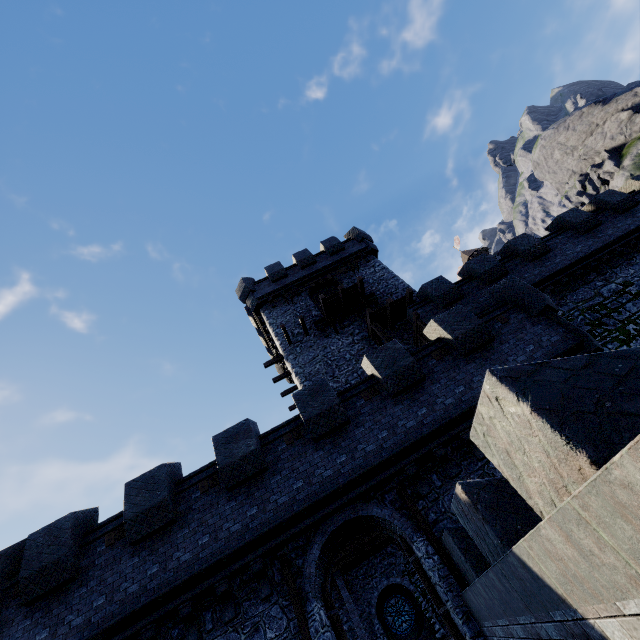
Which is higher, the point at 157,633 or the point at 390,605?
the point at 157,633

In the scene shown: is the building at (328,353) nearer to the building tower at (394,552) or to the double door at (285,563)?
the building tower at (394,552)

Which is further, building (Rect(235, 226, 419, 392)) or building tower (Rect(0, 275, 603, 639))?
building (Rect(235, 226, 419, 392))

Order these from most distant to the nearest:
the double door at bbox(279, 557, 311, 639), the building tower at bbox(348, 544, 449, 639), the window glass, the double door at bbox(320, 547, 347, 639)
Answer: the window glass < the building tower at bbox(348, 544, 449, 639) < the double door at bbox(320, 547, 347, 639) < the double door at bbox(279, 557, 311, 639)

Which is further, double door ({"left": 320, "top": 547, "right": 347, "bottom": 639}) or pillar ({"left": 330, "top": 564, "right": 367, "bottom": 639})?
pillar ({"left": 330, "top": 564, "right": 367, "bottom": 639})

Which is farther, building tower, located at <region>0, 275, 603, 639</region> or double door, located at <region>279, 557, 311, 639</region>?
building tower, located at <region>0, 275, 603, 639</region>

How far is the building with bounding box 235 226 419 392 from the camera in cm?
1881

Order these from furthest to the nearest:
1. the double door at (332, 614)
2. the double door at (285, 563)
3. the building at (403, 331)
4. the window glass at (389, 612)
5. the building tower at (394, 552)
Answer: the window glass at (389, 612) < the building tower at (394, 552) < the building at (403, 331) < the double door at (332, 614) < the double door at (285, 563)
